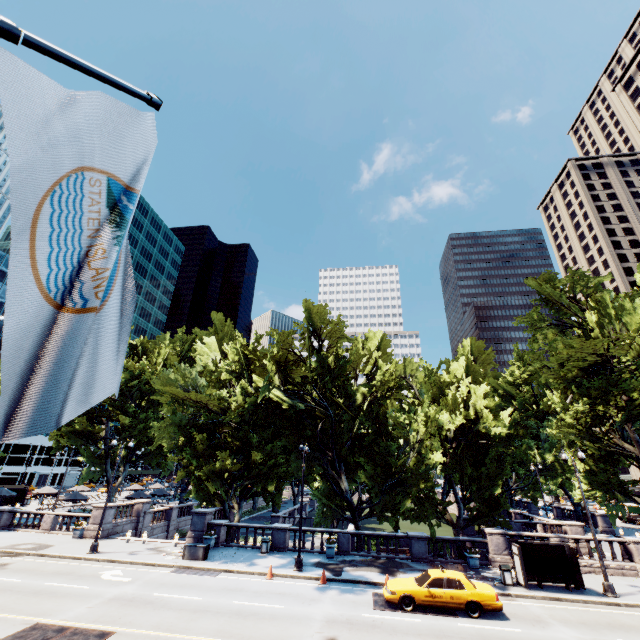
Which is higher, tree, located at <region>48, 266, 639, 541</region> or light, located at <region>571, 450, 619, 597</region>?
tree, located at <region>48, 266, 639, 541</region>

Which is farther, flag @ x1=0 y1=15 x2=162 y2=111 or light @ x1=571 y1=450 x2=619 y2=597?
light @ x1=571 y1=450 x2=619 y2=597

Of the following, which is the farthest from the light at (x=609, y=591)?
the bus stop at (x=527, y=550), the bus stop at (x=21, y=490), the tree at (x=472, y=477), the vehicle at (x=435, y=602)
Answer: the bus stop at (x=21, y=490)

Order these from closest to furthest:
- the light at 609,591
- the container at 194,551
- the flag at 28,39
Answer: the flag at 28,39 < the light at 609,591 < the container at 194,551

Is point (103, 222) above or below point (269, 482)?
above

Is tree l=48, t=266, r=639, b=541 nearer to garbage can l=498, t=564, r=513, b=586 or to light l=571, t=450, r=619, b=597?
light l=571, t=450, r=619, b=597

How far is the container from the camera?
21.3 meters

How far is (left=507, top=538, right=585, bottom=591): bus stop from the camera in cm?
1830
